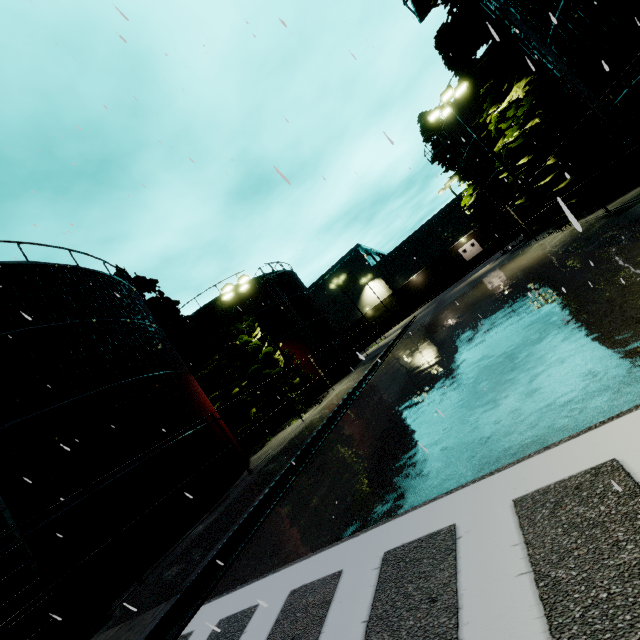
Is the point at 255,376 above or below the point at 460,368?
above

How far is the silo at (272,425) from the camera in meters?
26.3 m

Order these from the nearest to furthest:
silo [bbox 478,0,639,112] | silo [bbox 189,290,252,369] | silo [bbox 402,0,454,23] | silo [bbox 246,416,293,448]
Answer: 1. silo [bbox 478,0,639,112]
2. silo [bbox 402,0,454,23]
3. silo [bbox 246,416,293,448]
4. silo [bbox 189,290,252,369]

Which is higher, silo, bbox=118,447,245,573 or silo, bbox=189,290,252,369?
silo, bbox=189,290,252,369

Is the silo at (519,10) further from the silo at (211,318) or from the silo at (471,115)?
the silo at (211,318)

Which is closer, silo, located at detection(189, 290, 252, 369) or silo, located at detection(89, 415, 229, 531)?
silo, located at detection(89, 415, 229, 531)

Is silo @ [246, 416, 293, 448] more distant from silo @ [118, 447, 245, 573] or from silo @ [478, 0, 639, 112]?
silo @ [478, 0, 639, 112]
